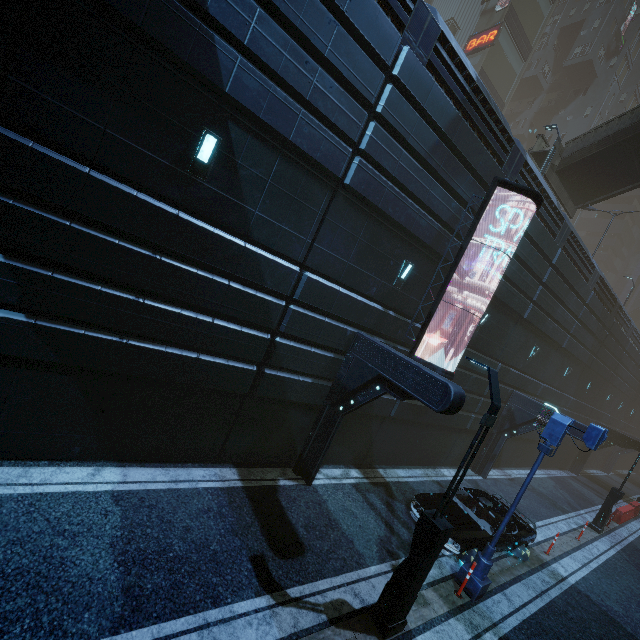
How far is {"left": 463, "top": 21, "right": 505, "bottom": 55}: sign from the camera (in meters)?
29.23

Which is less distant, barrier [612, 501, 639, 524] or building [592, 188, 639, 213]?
barrier [612, 501, 639, 524]

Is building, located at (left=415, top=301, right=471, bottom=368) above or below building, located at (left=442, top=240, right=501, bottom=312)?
below

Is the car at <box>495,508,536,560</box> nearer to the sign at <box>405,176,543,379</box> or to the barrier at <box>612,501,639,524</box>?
the sign at <box>405,176,543,379</box>

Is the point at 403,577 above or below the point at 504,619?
above

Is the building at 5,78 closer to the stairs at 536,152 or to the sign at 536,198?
the sign at 536,198

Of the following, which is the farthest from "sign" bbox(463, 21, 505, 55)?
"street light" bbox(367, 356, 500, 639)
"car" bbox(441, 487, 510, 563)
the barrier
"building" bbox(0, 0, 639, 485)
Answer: the barrier

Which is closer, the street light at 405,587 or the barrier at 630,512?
the street light at 405,587
